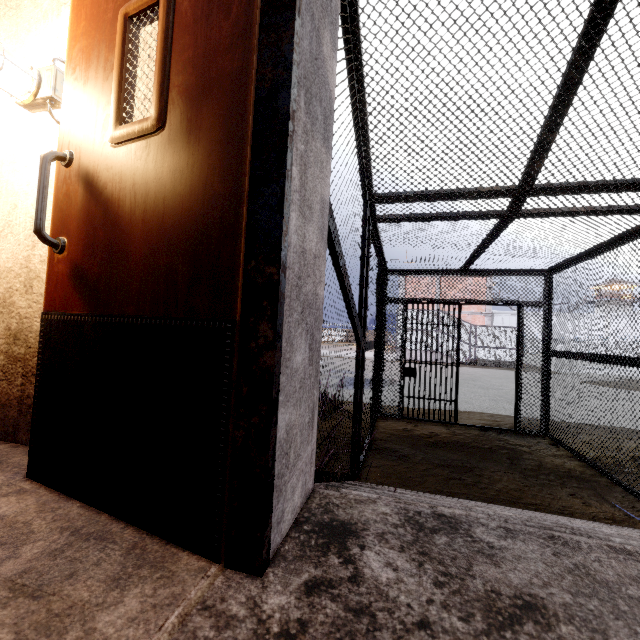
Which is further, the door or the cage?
the cage

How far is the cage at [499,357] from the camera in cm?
2222

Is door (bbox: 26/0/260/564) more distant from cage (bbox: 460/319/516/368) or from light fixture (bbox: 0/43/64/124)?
cage (bbox: 460/319/516/368)

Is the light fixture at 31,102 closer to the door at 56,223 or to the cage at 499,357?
the door at 56,223

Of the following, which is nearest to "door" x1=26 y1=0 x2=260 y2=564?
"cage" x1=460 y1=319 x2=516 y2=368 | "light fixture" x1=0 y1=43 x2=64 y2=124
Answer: "light fixture" x1=0 y1=43 x2=64 y2=124

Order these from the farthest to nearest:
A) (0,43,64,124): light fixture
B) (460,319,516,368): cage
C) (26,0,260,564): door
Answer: (460,319,516,368): cage → (0,43,64,124): light fixture → (26,0,260,564): door

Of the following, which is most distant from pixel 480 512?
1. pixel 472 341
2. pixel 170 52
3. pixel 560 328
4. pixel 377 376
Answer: pixel 472 341
